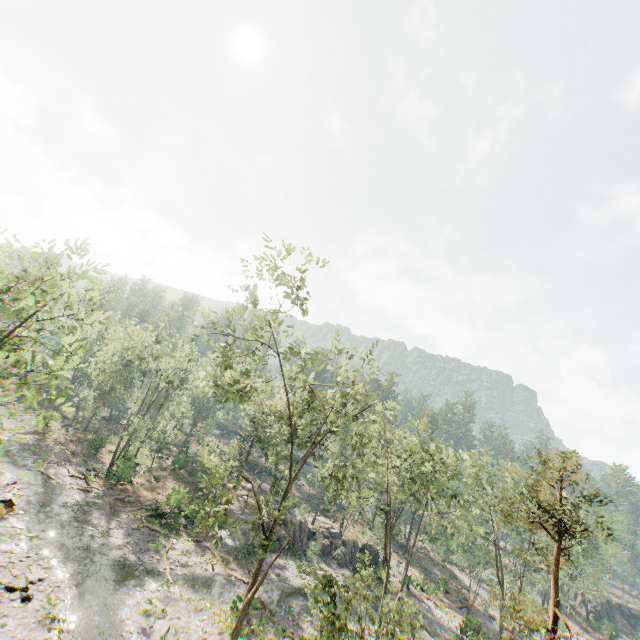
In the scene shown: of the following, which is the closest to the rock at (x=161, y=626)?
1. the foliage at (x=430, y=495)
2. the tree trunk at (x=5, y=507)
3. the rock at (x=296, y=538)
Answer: the foliage at (x=430, y=495)

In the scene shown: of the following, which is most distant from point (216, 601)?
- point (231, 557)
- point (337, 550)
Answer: point (337, 550)

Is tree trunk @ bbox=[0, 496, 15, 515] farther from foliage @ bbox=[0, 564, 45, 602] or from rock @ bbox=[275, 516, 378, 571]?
rock @ bbox=[275, 516, 378, 571]

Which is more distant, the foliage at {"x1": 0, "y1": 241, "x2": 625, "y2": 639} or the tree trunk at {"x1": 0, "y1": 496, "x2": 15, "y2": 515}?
the tree trunk at {"x1": 0, "y1": 496, "x2": 15, "y2": 515}

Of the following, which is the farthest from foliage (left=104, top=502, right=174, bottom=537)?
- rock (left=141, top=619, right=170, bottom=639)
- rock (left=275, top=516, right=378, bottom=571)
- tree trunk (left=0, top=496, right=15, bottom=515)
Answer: rock (left=141, top=619, right=170, bottom=639)

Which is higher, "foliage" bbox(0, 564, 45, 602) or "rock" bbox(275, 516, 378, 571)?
"rock" bbox(275, 516, 378, 571)

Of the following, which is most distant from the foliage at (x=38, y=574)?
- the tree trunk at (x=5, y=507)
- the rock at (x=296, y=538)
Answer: the rock at (x=296, y=538)

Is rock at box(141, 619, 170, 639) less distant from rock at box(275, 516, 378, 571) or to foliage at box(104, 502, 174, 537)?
foliage at box(104, 502, 174, 537)
